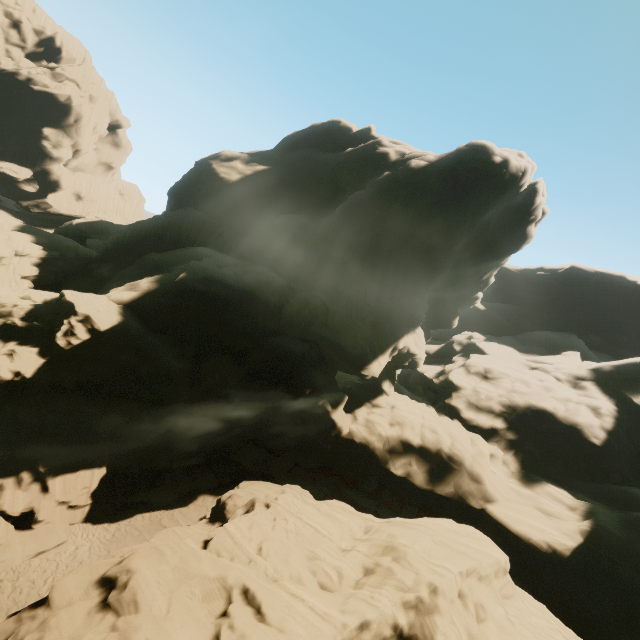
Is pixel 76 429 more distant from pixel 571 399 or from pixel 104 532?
pixel 571 399

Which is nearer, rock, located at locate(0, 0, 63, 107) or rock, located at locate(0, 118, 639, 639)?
rock, located at locate(0, 118, 639, 639)

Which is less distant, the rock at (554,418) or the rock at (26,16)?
the rock at (554,418)
